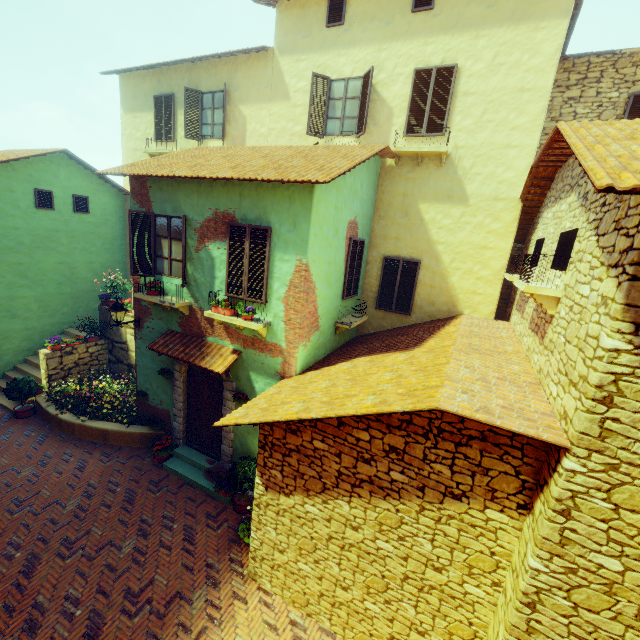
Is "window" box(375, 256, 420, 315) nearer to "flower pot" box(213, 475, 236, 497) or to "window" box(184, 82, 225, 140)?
"flower pot" box(213, 475, 236, 497)

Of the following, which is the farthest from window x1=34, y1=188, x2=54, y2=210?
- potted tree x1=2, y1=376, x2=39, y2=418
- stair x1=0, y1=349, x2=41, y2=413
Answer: potted tree x1=2, y1=376, x2=39, y2=418

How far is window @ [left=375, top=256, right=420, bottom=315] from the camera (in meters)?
9.59

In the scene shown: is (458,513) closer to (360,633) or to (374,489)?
(374,489)

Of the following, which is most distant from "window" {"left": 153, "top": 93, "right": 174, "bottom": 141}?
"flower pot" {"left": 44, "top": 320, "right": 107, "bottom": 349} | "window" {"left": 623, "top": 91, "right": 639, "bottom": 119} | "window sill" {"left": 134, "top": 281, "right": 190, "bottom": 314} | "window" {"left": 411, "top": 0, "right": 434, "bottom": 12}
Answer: "window" {"left": 411, "top": 0, "right": 434, "bottom": 12}

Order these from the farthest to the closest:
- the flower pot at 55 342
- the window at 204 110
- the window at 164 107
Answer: the window at 164 107
the window at 204 110
the flower pot at 55 342

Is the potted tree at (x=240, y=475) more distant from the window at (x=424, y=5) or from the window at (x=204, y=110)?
the window at (x=424, y=5)

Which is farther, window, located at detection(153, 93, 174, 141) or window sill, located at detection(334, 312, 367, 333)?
window, located at detection(153, 93, 174, 141)
